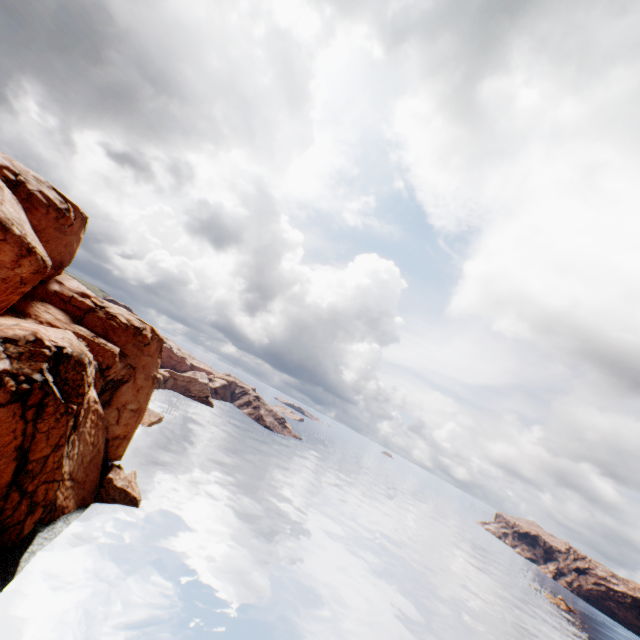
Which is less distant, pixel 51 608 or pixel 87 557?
pixel 51 608
